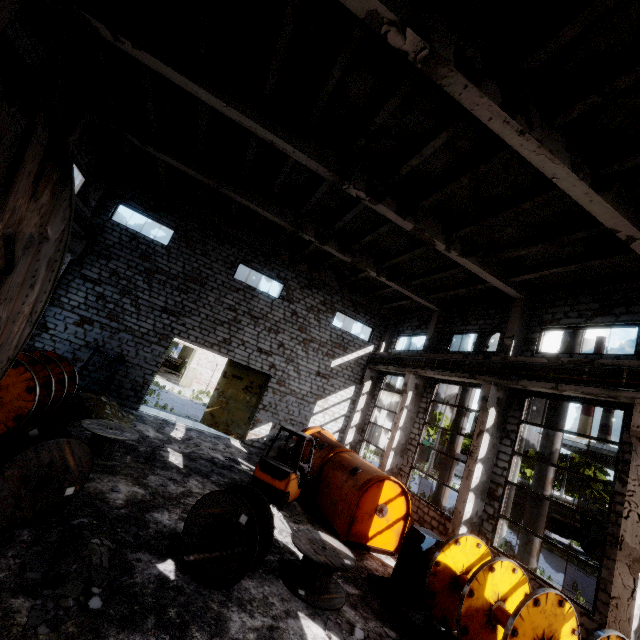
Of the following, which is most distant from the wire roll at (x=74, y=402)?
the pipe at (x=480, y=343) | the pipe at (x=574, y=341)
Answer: the pipe at (x=574, y=341)

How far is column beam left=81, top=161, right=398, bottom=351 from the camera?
15.4m

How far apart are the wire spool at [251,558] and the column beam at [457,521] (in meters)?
7.30

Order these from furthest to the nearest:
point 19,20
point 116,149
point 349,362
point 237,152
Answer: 1. point 349,362
2. point 116,149
3. point 237,152
4. point 19,20

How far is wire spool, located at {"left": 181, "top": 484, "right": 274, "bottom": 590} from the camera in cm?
566

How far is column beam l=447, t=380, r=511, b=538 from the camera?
10.7 meters

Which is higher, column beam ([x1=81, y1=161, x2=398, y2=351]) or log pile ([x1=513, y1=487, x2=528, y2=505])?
column beam ([x1=81, y1=161, x2=398, y2=351])

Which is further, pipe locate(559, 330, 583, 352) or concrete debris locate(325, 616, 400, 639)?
pipe locate(559, 330, 583, 352)
